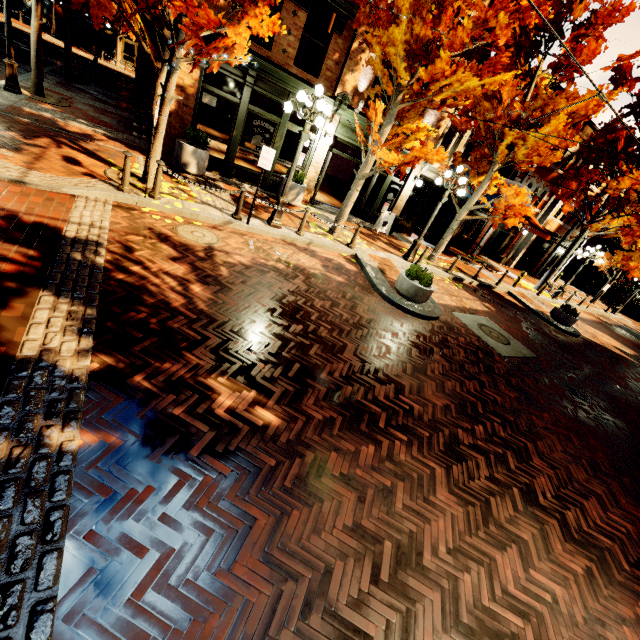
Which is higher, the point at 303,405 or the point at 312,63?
the point at 312,63

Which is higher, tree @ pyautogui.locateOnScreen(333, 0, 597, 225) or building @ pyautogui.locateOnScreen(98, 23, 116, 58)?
tree @ pyautogui.locateOnScreen(333, 0, 597, 225)

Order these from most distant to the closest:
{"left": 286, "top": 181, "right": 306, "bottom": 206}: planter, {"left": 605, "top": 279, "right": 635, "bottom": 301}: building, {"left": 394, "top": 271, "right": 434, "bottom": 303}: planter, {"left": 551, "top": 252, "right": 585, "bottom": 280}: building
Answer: {"left": 605, "top": 279, "right": 635, "bottom": 301}: building < {"left": 551, "top": 252, "right": 585, "bottom": 280}: building < {"left": 286, "top": 181, "right": 306, "bottom": 206}: planter < {"left": 394, "top": 271, "right": 434, "bottom": 303}: planter

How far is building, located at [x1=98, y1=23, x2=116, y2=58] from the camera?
34.5 meters

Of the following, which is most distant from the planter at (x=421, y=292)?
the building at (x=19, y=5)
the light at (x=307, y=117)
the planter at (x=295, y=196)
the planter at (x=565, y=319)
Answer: the building at (x=19, y=5)

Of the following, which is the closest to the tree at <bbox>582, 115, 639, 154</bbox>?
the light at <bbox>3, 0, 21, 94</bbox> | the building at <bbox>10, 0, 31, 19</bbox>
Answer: the light at <bbox>3, 0, 21, 94</bbox>

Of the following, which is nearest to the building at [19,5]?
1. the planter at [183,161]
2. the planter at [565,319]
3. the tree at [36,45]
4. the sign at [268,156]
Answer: the tree at [36,45]

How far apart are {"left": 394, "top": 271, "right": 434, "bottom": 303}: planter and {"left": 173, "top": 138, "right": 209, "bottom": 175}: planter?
7.3 meters
